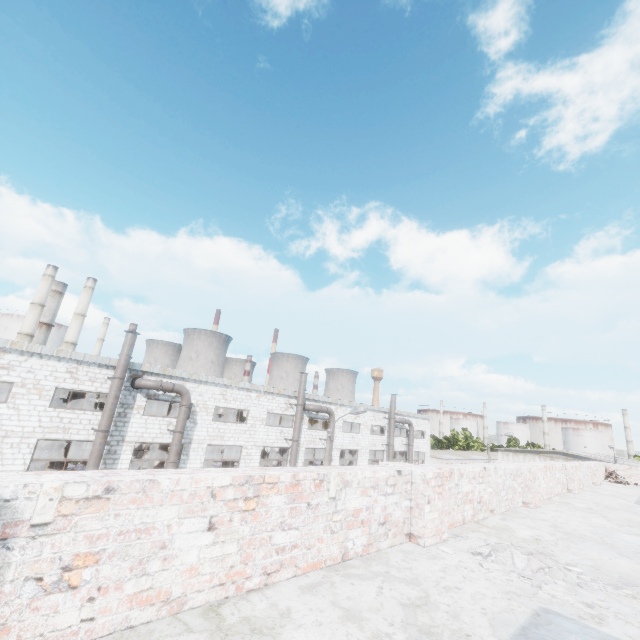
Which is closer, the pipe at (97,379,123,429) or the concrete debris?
the concrete debris

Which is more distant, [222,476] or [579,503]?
[579,503]

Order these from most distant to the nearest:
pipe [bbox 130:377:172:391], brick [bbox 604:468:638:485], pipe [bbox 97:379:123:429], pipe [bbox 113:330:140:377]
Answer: pipe [bbox 130:377:172:391] → pipe [bbox 113:330:140:377] → pipe [bbox 97:379:123:429] → brick [bbox 604:468:638:485]

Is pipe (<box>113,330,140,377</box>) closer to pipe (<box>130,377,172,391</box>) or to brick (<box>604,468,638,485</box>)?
pipe (<box>130,377,172,391</box>)

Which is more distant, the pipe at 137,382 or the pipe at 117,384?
the pipe at 137,382

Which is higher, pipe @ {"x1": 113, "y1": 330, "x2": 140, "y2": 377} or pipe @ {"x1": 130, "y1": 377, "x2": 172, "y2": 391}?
pipe @ {"x1": 113, "y1": 330, "x2": 140, "y2": 377}

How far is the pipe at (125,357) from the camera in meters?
17.7 m

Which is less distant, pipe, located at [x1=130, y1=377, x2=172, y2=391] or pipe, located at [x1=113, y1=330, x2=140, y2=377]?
pipe, located at [x1=113, y1=330, x2=140, y2=377]
